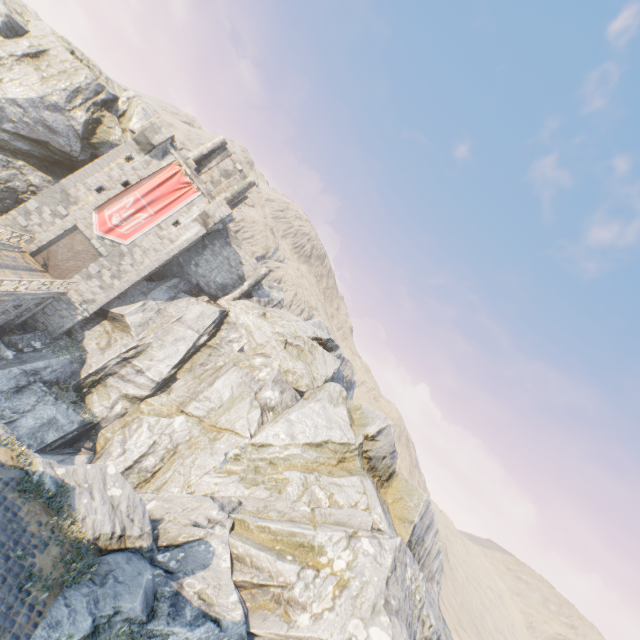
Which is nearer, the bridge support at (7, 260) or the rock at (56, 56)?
the bridge support at (7, 260)

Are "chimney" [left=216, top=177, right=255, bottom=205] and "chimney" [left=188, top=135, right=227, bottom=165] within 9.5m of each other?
yes

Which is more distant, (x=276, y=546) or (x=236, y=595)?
(x=276, y=546)

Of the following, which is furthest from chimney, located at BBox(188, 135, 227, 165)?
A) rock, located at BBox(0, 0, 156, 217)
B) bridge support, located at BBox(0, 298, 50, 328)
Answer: bridge support, located at BBox(0, 298, 50, 328)

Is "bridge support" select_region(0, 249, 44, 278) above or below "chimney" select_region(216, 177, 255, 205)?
below

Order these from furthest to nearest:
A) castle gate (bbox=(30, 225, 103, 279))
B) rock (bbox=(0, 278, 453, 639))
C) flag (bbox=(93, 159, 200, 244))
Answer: flag (bbox=(93, 159, 200, 244)) < castle gate (bbox=(30, 225, 103, 279)) < rock (bbox=(0, 278, 453, 639))

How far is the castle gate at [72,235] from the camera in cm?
2519

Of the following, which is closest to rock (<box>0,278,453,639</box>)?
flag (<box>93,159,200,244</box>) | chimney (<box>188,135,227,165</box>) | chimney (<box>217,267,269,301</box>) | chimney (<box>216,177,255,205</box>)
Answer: chimney (<box>217,267,269,301</box>)
